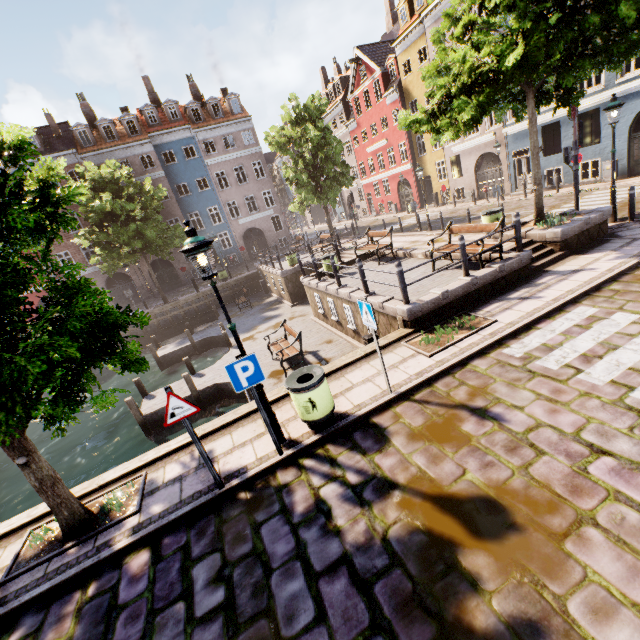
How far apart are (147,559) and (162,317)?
22.2m

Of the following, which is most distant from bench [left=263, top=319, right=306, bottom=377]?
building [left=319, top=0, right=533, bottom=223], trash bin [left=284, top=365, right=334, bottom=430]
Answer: building [left=319, top=0, right=533, bottom=223]

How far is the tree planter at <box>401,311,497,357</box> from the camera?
7.04m

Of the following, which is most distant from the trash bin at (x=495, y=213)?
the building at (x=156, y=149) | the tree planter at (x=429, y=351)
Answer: the building at (x=156, y=149)

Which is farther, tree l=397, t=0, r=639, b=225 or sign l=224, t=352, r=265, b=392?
tree l=397, t=0, r=639, b=225

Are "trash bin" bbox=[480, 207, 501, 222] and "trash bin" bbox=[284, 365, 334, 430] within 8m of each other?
no

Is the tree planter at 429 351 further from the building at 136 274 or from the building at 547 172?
the building at 136 274

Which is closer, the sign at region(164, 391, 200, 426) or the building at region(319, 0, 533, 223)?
the sign at region(164, 391, 200, 426)
